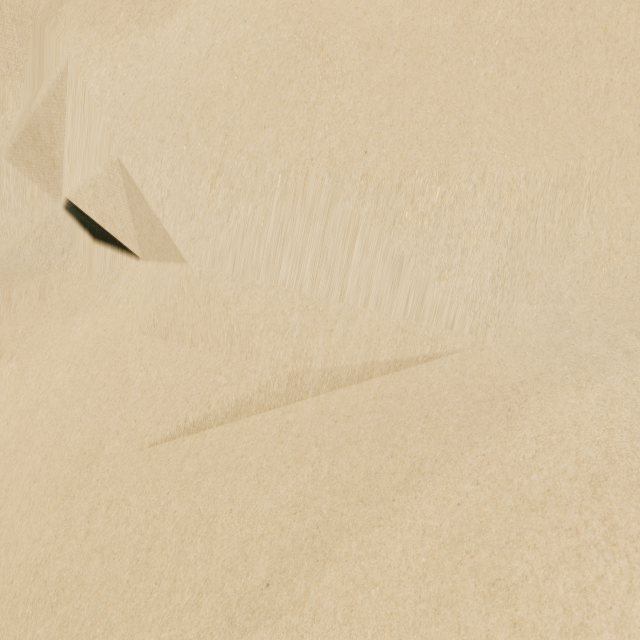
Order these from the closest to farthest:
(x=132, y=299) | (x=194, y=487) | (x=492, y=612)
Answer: (x=492, y=612)
(x=194, y=487)
(x=132, y=299)
